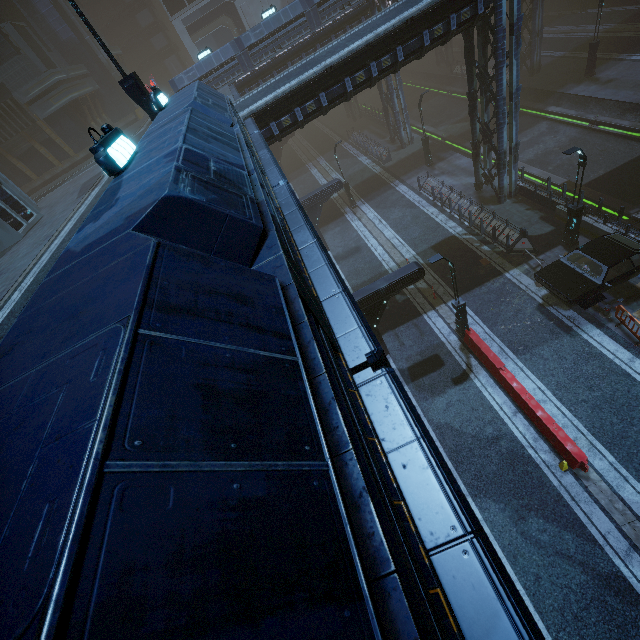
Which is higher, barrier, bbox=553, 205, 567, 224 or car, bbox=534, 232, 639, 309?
car, bbox=534, 232, 639, 309

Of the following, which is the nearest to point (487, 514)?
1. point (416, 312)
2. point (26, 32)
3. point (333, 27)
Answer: point (416, 312)

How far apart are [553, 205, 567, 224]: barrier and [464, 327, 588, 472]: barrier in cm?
820

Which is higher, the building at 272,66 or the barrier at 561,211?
the building at 272,66

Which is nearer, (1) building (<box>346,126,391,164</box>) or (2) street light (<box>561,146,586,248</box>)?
(2) street light (<box>561,146,586,248</box>)

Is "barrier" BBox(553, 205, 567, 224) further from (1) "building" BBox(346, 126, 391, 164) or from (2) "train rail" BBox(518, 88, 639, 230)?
(2) "train rail" BBox(518, 88, 639, 230)

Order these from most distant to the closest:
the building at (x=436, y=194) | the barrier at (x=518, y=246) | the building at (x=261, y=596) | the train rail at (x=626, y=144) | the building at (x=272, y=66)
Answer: the building at (x=272, y=66), the train rail at (x=626, y=144), the building at (x=436, y=194), the barrier at (x=518, y=246), the building at (x=261, y=596)

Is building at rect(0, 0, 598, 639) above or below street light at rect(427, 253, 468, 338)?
above
